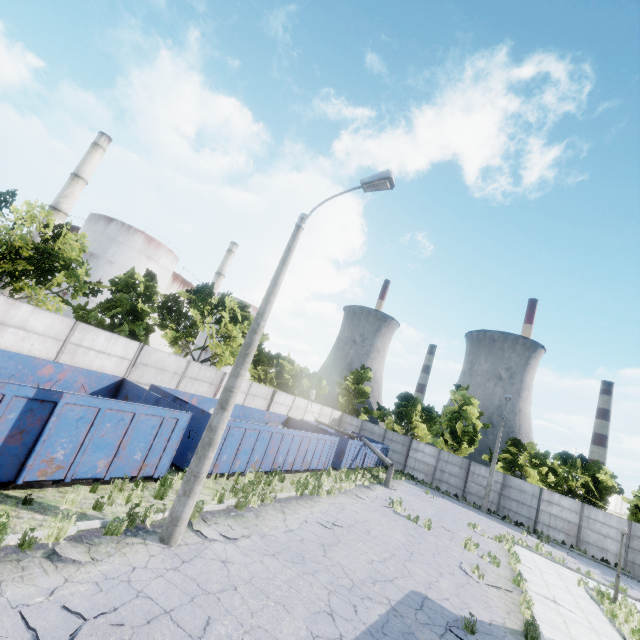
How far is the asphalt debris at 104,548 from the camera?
6.2 meters

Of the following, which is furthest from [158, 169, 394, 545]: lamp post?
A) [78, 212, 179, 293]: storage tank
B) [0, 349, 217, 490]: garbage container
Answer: [78, 212, 179, 293]: storage tank

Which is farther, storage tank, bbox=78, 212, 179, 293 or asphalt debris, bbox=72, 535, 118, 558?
storage tank, bbox=78, 212, 179, 293

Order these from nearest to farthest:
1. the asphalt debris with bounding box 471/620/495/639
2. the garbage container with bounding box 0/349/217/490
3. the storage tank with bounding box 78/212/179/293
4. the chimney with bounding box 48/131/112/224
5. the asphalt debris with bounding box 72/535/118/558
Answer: the asphalt debris with bounding box 72/535/118/558, the garbage container with bounding box 0/349/217/490, the asphalt debris with bounding box 471/620/495/639, the chimney with bounding box 48/131/112/224, the storage tank with bounding box 78/212/179/293

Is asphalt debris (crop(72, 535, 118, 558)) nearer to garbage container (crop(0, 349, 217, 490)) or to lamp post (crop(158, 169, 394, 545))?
lamp post (crop(158, 169, 394, 545))

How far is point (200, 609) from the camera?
5.7m

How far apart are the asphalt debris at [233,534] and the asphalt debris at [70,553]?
2.0 meters

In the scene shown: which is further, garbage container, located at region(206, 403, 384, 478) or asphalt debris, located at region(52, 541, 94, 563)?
garbage container, located at region(206, 403, 384, 478)
